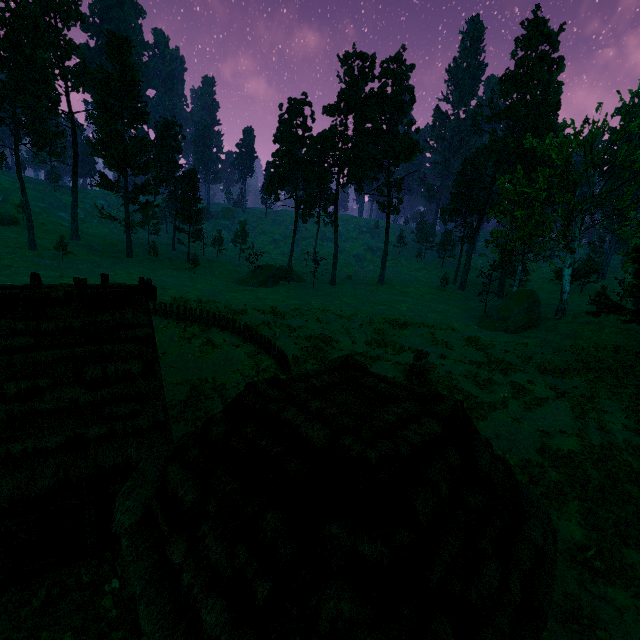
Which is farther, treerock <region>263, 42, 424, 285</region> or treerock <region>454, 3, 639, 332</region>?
treerock <region>263, 42, 424, 285</region>

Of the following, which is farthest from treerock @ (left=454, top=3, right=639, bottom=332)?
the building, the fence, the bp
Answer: the bp

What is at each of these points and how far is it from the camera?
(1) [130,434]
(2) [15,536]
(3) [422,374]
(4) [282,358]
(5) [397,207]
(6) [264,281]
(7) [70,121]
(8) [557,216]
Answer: (1) building, 10.0 meters
(2) bp, 9.0 meters
(3) treerock, 17.3 meters
(4) fence, 22.1 meters
(5) treerock, 53.8 meters
(6) treerock, 49.8 meters
(7) treerock, 52.1 meters
(8) treerock, 41.1 meters

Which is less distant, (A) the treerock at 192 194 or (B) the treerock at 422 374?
(B) the treerock at 422 374

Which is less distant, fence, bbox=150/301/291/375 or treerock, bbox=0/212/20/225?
fence, bbox=150/301/291/375

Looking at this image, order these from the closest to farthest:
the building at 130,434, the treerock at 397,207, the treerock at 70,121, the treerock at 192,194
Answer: the building at 130,434, the treerock at 70,121, the treerock at 397,207, the treerock at 192,194

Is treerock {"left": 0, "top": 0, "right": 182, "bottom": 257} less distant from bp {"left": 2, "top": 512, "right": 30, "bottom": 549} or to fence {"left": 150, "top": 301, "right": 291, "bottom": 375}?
fence {"left": 150, "top": 301, "right": 291, "bottom": 375}

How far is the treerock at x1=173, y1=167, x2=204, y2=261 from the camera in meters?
55.9 m
